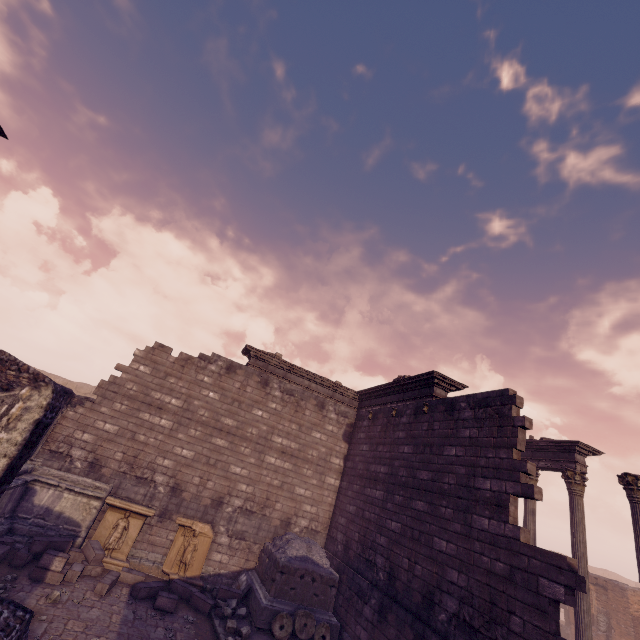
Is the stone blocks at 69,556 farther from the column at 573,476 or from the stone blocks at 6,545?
the column at 573,476

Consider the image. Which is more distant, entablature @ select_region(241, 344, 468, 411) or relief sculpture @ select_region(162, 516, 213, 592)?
entablature @ select_region(241, 344, 468, 411)

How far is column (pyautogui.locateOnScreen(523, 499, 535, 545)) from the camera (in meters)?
12.24

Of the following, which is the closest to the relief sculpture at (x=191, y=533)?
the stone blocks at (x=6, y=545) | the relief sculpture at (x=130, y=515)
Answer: the relief sculpture at (x=130, y=515)

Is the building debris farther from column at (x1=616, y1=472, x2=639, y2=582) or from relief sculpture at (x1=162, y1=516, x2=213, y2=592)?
column at (x1=616, y1=472, x2=639, y2=582)

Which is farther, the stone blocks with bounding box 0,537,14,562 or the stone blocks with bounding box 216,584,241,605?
the stone blocks with bounding box 216,584,241,605

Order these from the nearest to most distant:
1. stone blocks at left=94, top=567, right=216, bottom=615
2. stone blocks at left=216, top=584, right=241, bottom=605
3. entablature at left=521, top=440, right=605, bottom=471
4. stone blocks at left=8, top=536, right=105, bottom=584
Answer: stone blocks at left=8, top=536, right=105, bottom=584 → stone blocks at left=94, top=567, right=216, bottom=615 → stone blocks at left=216, top=584, right=241, bottom=605 → entablature at left=521, top=440, right=605, bottom=471

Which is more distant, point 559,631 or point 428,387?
point 428,387
